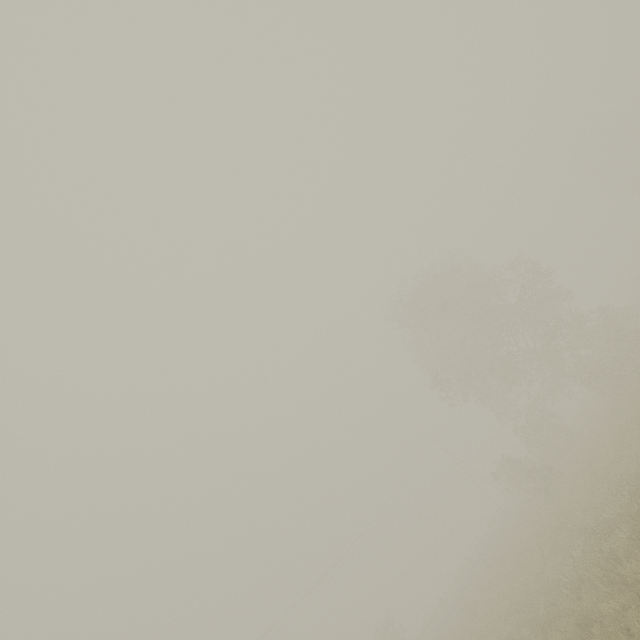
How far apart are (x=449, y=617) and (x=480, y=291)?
26.3m
